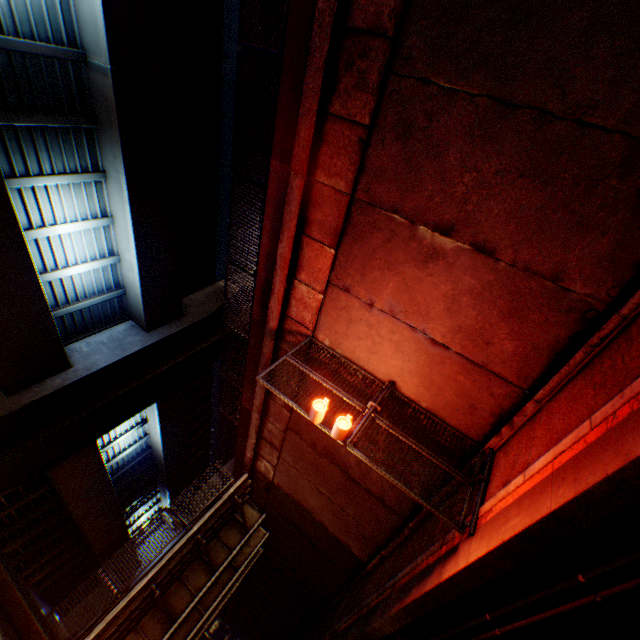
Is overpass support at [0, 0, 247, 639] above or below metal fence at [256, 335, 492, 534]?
above

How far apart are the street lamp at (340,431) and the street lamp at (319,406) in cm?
33

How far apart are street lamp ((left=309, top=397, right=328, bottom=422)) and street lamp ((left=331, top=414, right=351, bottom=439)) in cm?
33

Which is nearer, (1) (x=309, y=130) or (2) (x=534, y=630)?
(2) (x=534, y=630)

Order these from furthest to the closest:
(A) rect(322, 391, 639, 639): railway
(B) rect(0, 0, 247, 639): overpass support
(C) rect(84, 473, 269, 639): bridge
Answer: (C) rect(84, 473, 269, 639): bridge → (B) rect(0, 0, 247, 639): overpass support → (A) rect(322, 391, 639, 639): railway

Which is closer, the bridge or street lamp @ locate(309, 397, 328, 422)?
street lamp @ locate(309, 397, 328, 422)

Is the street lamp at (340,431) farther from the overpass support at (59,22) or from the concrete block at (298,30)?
the overpass support at (59,22)

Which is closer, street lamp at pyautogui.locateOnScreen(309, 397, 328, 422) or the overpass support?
street lamp at pyautogui.locateOnScreen(309, 397, 328, 422)
